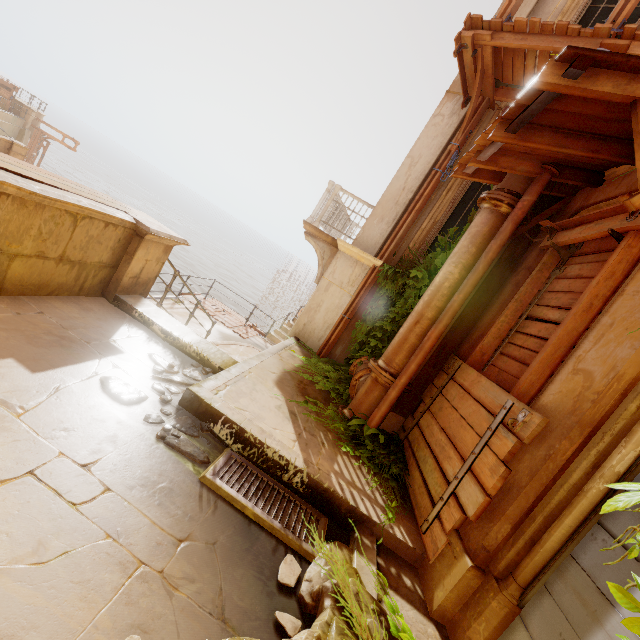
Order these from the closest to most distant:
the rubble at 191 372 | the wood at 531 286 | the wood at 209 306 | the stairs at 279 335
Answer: the wood at 531 286 → the rubble at 191 372 → the wood at 209 306 → the stairs at 279 335

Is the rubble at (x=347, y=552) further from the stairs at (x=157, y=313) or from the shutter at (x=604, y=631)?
the stairs at (x=157, y=313)

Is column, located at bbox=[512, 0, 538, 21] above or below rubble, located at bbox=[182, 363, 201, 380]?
above

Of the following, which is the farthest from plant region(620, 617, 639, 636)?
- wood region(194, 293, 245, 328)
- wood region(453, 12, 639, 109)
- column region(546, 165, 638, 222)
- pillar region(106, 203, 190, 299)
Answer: wood region(194, 293, 245, 328)

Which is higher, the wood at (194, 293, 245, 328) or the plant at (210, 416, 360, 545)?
the plant at (210, 416, 360, 545)

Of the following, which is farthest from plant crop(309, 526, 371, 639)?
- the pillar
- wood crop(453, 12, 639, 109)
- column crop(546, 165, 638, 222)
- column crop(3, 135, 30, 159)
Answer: column crop(3, 135, 30, 159)

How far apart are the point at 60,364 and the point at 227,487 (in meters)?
1.77

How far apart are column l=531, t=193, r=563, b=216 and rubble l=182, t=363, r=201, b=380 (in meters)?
2.64
